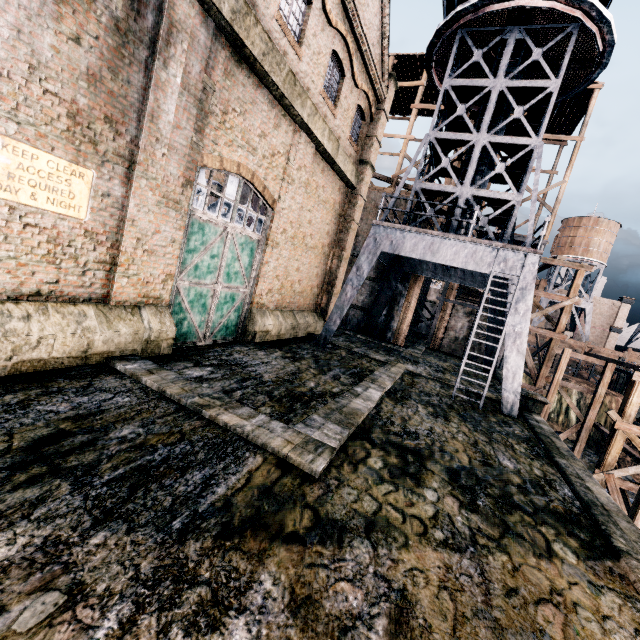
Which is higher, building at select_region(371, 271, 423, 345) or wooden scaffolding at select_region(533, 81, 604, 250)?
wooden scaffolding at select_region(533, 81, 604, 250)

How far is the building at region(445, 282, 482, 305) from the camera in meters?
27.7

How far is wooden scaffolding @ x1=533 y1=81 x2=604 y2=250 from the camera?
24.2 meters

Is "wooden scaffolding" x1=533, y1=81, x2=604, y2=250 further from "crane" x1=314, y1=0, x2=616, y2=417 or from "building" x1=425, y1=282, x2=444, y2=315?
"crane" x1=314, y1=0, x2=616, y2=417

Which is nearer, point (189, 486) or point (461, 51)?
point (189, 486)

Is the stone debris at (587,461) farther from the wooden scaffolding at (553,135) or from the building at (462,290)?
the building at (462,290)

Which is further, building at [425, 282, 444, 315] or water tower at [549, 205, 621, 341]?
water tower at [549, 205, 621, 341]

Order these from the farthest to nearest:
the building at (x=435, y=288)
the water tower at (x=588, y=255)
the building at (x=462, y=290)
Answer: the water tower at (x=588, y=255) < the building at (x=435, y=288) < the building at (x=462, y=290)
